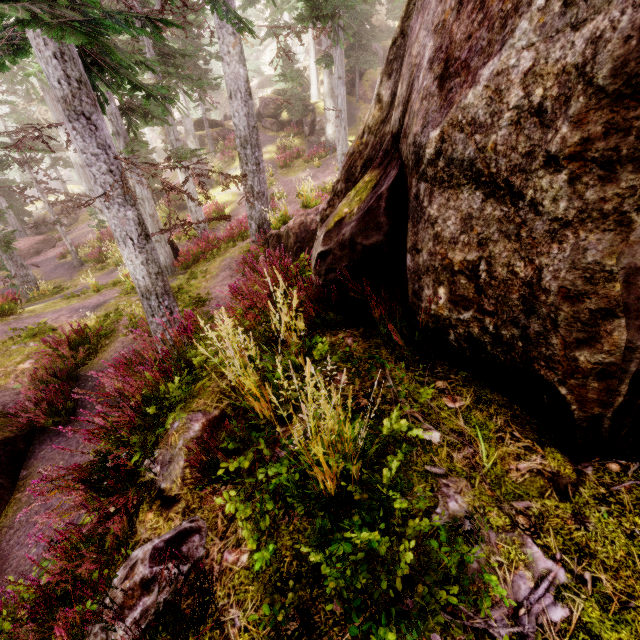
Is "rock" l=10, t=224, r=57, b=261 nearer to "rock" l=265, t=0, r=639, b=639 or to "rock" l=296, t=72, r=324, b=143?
"rock" l=296, t=72, r=324, b=143

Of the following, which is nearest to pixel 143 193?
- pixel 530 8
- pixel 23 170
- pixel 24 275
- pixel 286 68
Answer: pixel 24 275

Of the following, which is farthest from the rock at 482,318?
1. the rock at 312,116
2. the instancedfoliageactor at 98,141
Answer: the rock at 312,116

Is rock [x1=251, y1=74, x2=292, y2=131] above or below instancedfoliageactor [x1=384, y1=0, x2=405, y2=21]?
below

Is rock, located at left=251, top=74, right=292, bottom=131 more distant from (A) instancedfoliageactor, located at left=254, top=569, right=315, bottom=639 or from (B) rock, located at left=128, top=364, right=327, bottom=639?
(B) rock, located at left=128, top=364, right=327, bottom=639

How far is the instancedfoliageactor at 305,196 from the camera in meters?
11.3 m

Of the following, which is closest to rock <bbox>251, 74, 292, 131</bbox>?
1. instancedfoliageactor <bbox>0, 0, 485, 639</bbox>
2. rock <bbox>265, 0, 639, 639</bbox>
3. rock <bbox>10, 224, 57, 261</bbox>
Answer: instancedfoliageactor <bbox>0, 0, 485, 639</bbox>
